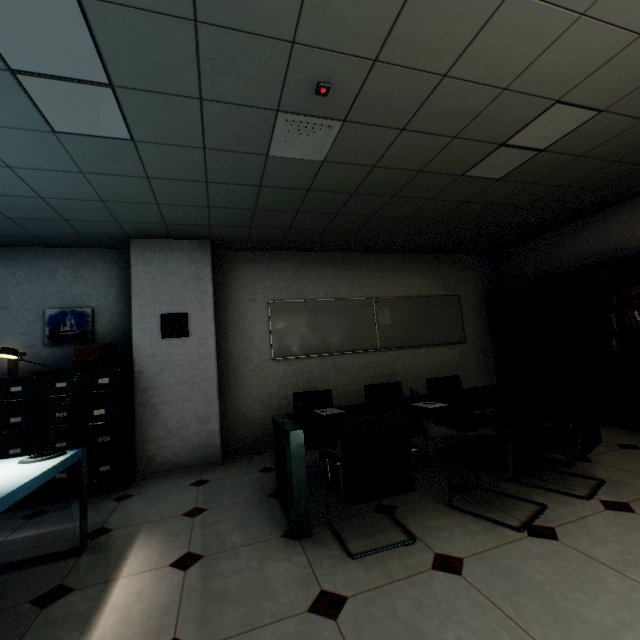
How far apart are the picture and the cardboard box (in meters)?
0.53

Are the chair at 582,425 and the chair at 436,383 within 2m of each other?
yes

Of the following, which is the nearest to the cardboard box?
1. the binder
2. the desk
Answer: the binder

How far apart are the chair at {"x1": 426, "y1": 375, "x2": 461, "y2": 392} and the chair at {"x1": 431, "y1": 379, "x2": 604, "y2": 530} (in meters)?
1.23

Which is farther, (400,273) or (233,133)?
(400,273)

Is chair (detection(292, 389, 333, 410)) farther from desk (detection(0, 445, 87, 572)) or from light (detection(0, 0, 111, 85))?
light (detection(0, 0, 111, 85))

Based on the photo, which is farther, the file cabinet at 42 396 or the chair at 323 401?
the chair at 323 401

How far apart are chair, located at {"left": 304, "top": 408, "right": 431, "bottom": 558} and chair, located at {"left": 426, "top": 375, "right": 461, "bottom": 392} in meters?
1.6
